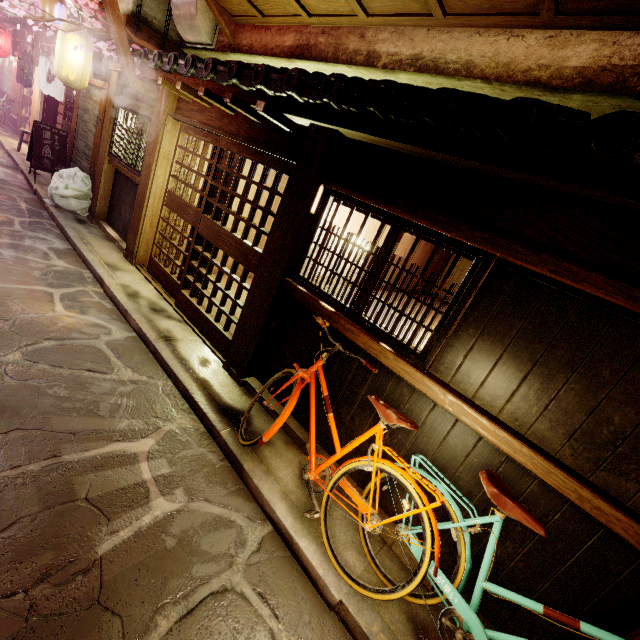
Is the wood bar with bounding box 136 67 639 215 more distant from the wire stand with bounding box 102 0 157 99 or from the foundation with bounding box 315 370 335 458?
the foundation with bounding box 315 370 335 458

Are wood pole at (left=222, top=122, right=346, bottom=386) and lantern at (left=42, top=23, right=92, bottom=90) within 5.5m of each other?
no

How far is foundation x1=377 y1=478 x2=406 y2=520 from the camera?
5.6m

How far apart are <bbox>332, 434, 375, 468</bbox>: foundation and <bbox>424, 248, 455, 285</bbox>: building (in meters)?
8.53

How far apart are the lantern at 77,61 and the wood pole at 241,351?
12.3 meters

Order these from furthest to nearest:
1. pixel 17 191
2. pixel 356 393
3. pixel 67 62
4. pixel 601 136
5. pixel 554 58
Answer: pixel 17 191, pixel 67 62, pixel 356 393, pixel 554 58, pixel 601 136

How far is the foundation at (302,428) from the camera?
6.7 meters

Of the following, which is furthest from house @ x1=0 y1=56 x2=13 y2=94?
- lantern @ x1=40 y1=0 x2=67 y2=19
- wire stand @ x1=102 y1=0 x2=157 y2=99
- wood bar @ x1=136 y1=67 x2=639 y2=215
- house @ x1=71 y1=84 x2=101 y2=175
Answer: wire stand @ x1=102 y1=0 x2=157 y2=99
